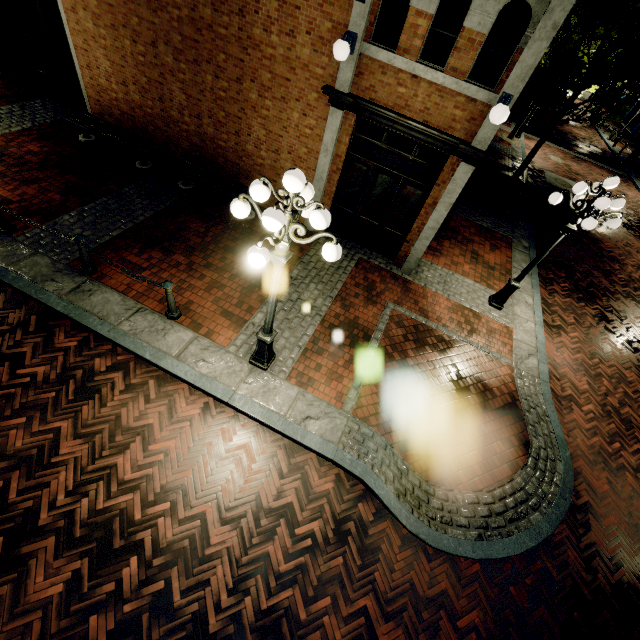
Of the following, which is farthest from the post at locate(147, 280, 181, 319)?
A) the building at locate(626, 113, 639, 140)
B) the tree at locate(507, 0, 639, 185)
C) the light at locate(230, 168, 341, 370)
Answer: the building at locate(626, 113, 639, 140)

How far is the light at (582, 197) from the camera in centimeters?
621cm

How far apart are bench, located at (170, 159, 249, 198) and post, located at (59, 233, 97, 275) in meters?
3.7 m

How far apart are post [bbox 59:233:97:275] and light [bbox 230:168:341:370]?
3.65m

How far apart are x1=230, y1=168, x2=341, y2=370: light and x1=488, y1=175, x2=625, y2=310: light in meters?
5.8 m

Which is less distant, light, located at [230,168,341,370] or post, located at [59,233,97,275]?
light, located at [230,168,341,370]

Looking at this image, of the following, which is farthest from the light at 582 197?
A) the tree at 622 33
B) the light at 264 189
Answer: the tree at 622 33

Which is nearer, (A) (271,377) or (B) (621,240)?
(A) (271,377)
